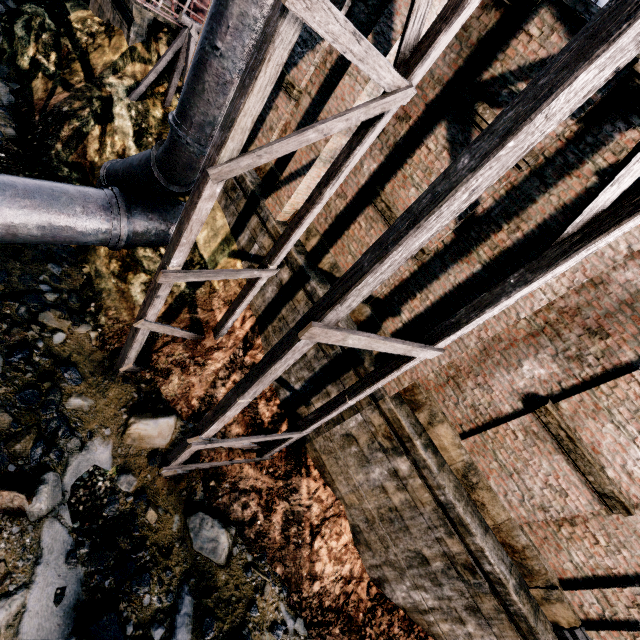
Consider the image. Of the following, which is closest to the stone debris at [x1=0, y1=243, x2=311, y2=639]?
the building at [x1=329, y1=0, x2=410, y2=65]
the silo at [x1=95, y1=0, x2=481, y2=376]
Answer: the silo at [x1=95, y1=0, x2=481, y2=376]

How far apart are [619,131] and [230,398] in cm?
785

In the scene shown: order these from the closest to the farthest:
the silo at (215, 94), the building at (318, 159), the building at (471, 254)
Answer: the silo at (215, 94), the building at (471, 254), the building at (318, 159)

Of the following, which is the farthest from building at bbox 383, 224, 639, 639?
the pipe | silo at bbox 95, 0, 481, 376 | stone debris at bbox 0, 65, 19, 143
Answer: stone debris at bbox 0, 65, 19, 143

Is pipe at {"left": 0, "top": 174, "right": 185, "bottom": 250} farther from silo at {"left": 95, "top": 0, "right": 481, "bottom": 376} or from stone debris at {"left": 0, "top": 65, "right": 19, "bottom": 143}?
stone debris at {"left": 0, "top": 65, "right": 19, "bottom": 143}

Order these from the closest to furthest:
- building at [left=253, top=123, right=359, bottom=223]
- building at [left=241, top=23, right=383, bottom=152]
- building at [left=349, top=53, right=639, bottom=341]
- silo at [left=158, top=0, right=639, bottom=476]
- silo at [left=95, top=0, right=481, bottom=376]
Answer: silo at [left=158, top=0, right=639, bottom=476] < silo at [left=95, top=0, right=481, bottom=376] < building at [left=349, top=53, right=639, bottom=341] < building at [left=241, top=23, right=383, bottom=152] < building at [left=253, top=123, right=359, bottom=223]

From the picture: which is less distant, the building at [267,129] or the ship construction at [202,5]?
the building at [267,129]

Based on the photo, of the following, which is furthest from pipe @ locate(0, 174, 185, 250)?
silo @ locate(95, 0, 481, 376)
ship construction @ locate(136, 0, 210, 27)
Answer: ship construction @ locate(136, 0, 210, 27)
